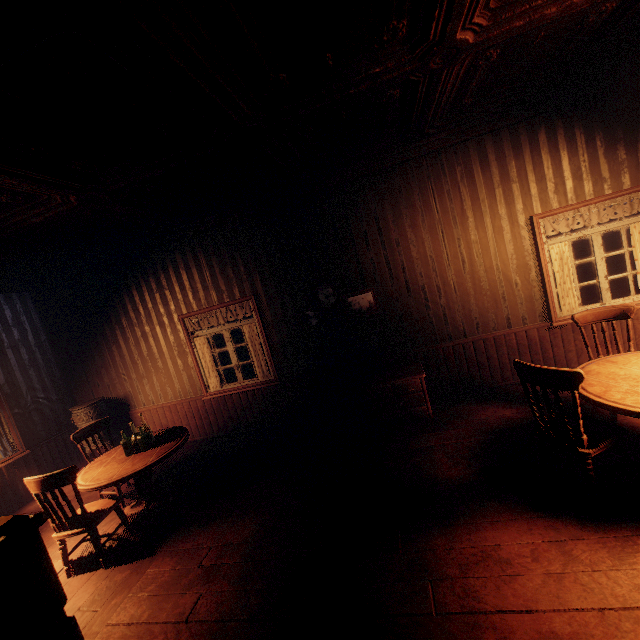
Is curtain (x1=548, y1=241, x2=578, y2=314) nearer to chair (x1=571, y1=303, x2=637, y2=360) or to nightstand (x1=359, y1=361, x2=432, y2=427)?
chair (x1=571, y1=303, x2=637, y2=360)

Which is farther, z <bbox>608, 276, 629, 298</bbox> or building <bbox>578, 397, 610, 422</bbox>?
z <bbox>608, 276, 629, 298</bbox>

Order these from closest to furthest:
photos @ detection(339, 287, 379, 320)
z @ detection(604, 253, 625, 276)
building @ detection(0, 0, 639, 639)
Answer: building @ detection(0, 0, 639, 639) < photos @ detection(339, 287, 379, 320) < z @ detection(604, 253, 625, 276)

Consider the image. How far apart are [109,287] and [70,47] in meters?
5.3

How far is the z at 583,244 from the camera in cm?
2223

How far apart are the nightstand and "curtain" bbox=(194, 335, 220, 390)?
2.7m

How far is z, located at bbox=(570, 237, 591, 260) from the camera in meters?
22.2 m

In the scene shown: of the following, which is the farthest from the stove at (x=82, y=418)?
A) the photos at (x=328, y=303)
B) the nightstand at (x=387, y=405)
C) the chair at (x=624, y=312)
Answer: the chair at (x=624, y=312)
